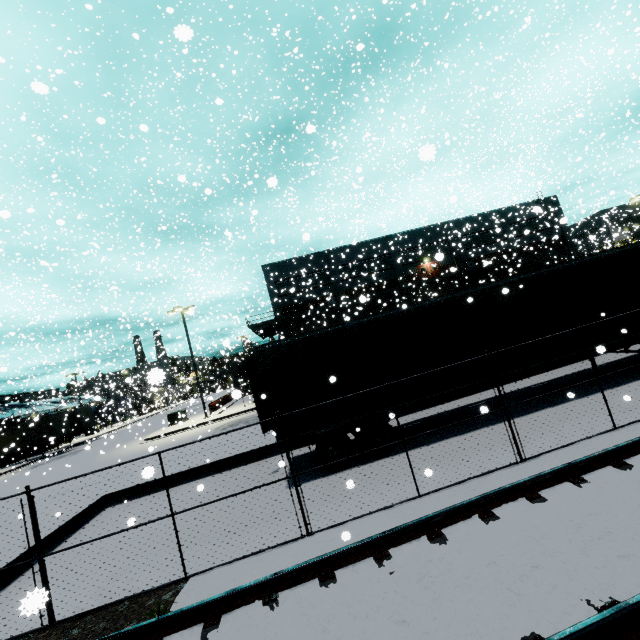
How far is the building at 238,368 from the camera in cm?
4459

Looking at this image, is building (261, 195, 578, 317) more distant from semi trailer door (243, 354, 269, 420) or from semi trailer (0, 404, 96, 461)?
semi trailer door (243, 354, 269, 420)

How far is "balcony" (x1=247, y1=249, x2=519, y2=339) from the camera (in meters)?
34.97

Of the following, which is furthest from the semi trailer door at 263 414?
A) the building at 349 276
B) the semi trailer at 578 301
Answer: the building at 349 276

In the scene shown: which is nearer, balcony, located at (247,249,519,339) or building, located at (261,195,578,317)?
balcony, located at (247,249,519,339)

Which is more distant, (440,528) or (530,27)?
(530,27)

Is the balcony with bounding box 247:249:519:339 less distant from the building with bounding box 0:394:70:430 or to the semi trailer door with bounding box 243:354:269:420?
the building with bounding box 0:394:70:430
